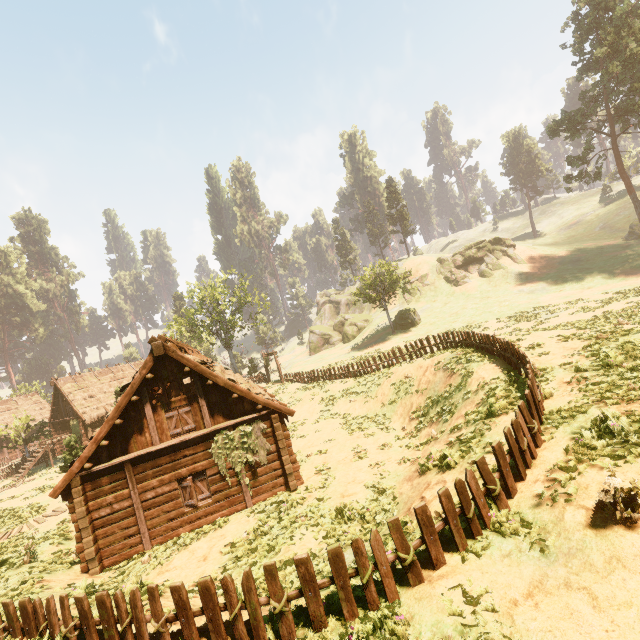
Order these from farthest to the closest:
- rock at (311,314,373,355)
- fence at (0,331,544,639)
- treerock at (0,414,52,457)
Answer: rock at (311,314,373,355), treerock at (0,414,52,457), fence at (0,331,544,639)

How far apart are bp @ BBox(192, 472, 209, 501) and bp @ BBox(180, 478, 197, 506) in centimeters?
17cm

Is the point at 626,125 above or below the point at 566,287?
above

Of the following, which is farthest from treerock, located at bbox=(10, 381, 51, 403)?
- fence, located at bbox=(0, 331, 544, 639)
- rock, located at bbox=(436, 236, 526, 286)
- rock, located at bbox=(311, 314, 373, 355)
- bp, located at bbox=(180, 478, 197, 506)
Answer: bp, located at bbox=(180, 478, 197, 506)

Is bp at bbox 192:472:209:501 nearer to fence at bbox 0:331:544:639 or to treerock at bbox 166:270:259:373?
fence at bbox 0:331:544:639

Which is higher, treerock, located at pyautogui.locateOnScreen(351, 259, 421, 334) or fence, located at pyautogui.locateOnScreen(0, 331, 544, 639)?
treerock, located at pyautogui.locateOnScreen(351, 259, 421, 334)

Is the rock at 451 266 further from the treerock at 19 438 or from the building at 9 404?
the building at 9 404

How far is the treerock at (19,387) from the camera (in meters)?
49.38
